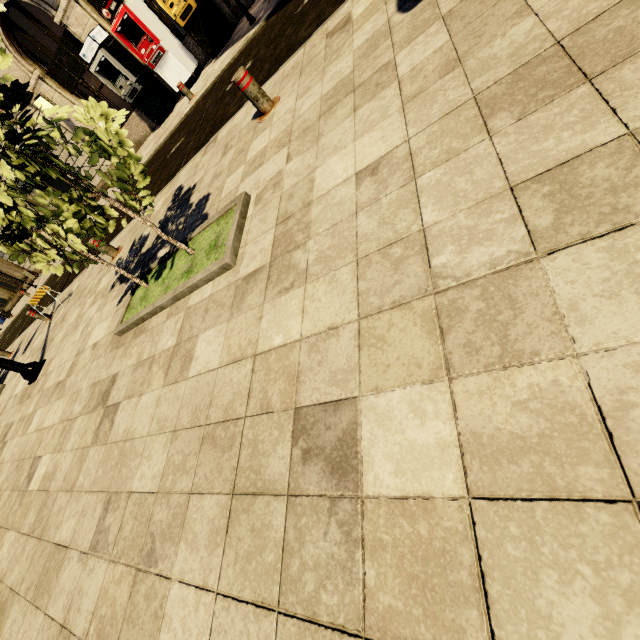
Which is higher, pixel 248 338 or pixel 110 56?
pixel 110 56

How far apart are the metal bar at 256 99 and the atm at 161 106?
11.7 meters

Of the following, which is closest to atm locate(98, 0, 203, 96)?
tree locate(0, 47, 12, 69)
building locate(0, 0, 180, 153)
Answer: building locate(0, 0, 180, 153)

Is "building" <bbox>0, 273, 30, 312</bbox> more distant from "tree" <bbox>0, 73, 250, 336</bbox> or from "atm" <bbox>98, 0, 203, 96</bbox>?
"tree" <bbox>0, 73, 250, 336</bbox>

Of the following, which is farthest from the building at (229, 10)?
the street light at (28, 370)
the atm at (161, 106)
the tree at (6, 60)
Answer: the tree at (6, 60)

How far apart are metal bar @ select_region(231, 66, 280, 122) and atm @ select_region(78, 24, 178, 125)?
11.7m

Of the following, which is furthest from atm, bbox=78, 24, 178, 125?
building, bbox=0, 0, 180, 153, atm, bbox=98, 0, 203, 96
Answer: atm, bbox=98, 0, 203, 96

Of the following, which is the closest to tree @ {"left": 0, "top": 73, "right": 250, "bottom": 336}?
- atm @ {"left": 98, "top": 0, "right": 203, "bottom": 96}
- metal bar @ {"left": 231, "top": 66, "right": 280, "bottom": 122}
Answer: metal bar @ {"left": 231, "top": 66, "right": 280, "bottom": 122}
